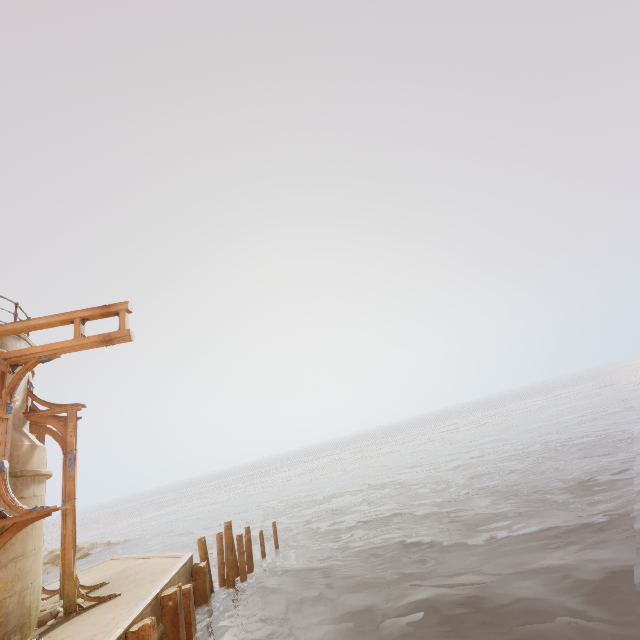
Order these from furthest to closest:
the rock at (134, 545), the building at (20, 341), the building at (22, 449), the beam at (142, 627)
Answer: the rock at (134, 545), the building at (20, 341), the building at (22, 449), the beam at (142, 627)

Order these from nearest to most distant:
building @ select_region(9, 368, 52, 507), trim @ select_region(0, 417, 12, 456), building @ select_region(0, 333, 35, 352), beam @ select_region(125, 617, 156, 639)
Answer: beam @ select_region(125, 617, 156, 639) → trim @ select_region(0, 417, 12, 456) → building @ select_region(9, 368, 52, 507) → building @ select_region(0, 333, 35, 352)

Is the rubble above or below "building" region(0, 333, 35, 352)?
below

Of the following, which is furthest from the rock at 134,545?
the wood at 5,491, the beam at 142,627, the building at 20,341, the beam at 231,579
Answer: the beam at 142,627

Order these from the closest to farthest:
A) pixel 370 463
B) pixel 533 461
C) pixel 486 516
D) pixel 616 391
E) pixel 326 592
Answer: → pixel 326 592 → pixel 486 516 → pixel 533 461 → pixel 370 463 → pixel 616 391

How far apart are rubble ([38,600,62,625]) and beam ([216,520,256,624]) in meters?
5.1 m

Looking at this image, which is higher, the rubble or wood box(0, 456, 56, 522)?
wood box(0, 456, 56, 522)

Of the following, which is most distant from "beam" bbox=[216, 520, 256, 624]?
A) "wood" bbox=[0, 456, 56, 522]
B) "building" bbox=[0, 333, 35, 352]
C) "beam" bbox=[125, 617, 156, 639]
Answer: "wood" bbox=[0, 456, 56, 522]
